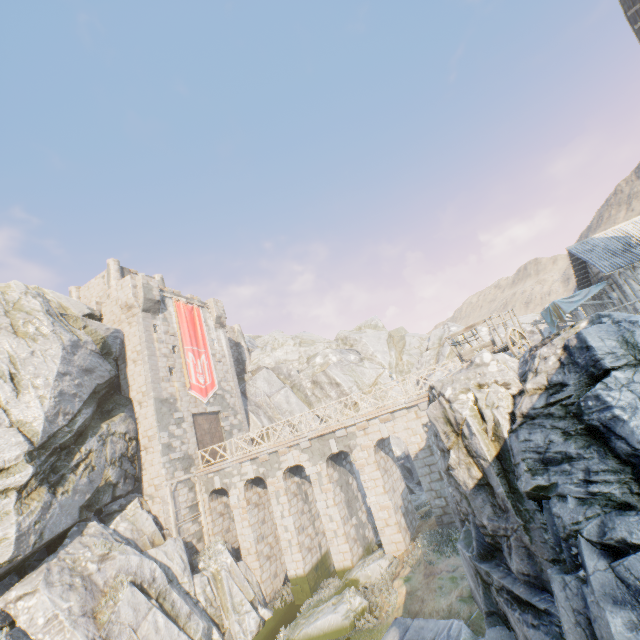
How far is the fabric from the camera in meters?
20.3 m

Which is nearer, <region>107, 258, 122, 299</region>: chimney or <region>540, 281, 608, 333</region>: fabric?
<region>540, 281, 608, 333</region>: fabric

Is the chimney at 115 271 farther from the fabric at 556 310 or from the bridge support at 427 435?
the fabric at 556 310

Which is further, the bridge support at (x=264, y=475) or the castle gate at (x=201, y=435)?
the castle gate at (x=201, y=435)

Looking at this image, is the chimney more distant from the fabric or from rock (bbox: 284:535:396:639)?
the fabric

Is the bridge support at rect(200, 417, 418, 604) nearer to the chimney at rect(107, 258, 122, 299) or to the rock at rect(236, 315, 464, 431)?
the rock at rect(236, 315, 464, 431)

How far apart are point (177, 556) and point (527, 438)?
19.22m

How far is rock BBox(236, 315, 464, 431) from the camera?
33.34m
